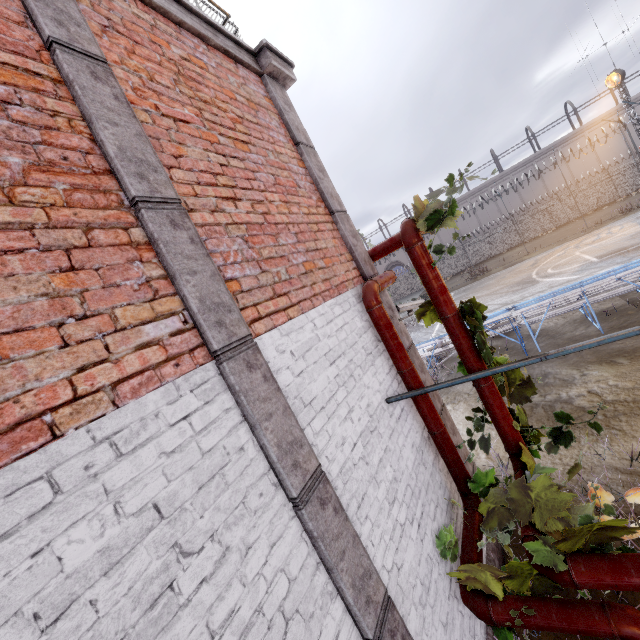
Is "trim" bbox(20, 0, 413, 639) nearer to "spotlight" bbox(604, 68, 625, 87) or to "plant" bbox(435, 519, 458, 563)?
"plant" bbox(435, 519, 458, 563)

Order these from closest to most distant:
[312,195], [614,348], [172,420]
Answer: [172,420]
[312,195]
[614,348]

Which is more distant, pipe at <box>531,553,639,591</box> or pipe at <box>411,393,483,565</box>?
pipe at <box>411,393,483,565</box>

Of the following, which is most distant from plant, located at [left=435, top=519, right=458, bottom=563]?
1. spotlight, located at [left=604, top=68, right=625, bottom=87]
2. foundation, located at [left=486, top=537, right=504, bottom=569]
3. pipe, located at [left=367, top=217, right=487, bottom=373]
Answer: spotlight, located at [left=604, top=68, right=625, bottom=87]

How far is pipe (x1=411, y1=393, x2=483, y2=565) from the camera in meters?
3.2 m

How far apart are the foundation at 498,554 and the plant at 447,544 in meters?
0.8 m

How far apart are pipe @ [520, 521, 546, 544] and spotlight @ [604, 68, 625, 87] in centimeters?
3025cm

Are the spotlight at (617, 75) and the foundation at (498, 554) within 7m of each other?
no
